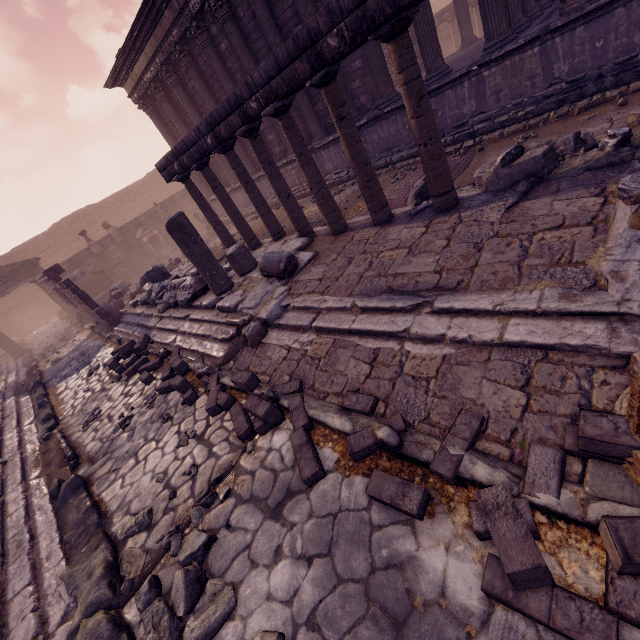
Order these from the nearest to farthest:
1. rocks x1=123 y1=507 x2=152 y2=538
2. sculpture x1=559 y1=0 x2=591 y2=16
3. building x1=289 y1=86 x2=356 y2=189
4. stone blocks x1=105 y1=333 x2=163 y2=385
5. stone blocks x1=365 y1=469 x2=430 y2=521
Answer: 1. stone blocks x1=365 y1=469 x2=430 y2=521
2. rocks x1=123 y1=507 x2=152 y2=538
3. sculpture x1=559 y1=0 x2=591 y2=16
4. stone blocks x1=105 y1=333 x2=163 y2=385
5. building x1=289 y1=86 x2=356 y2=189

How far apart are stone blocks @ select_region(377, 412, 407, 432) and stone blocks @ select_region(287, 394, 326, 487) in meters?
0.2 m

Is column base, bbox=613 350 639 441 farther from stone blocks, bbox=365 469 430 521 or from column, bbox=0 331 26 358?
column, bbox=0 331 26 358

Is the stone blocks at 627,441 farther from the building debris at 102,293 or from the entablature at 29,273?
the entablature at 29,273

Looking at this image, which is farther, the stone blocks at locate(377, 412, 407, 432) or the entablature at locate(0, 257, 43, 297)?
the entablature at locate(0, 257, 43, 297)

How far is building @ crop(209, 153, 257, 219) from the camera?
14.7 meters

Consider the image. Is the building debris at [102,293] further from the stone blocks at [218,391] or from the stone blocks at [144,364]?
the stone blocks at [218,391]

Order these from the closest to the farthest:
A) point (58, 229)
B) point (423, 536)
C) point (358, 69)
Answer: point (423, 536), point (358, 69), point (58, 229)
